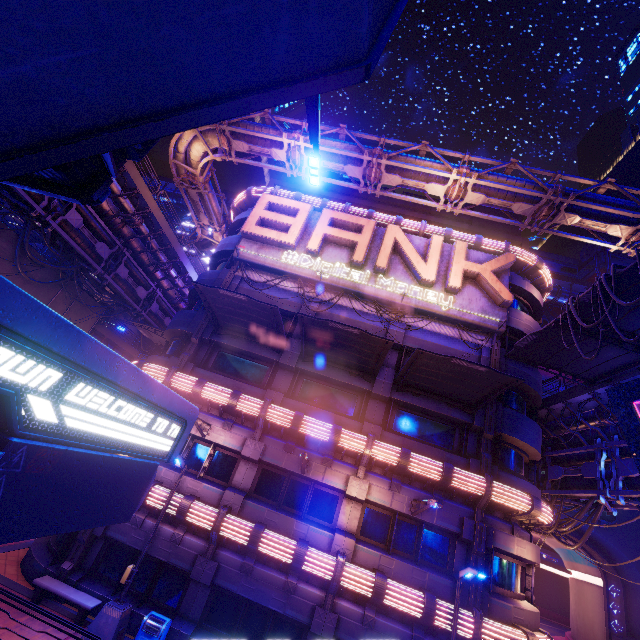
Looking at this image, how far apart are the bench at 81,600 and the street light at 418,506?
12.17m

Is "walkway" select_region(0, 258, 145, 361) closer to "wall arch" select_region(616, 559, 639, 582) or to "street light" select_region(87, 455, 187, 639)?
"street light" select_region(87, 455, 187, 639)

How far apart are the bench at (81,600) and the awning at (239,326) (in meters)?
11.33

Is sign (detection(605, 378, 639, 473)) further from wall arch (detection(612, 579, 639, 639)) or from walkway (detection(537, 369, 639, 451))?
wall arch (detection(612, 579, 639, 639))

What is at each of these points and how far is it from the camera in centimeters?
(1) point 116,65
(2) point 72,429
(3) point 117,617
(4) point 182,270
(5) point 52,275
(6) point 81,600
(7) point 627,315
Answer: (1) walkway, 248cm
(2) sign, 297cm
(3) street light, 1102cm
(4) walkway, 2697cm
(5) walkway, 2125cm
(6) bench, 1141cm
(7) awning, 1176cm

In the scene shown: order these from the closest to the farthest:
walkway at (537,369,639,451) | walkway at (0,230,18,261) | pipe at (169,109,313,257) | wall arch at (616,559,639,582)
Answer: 1. walkway at (537,369,639,451)
2. walkway at (0,230,18,261)
3. pipe at (169,109,313,257)
4. wall arch at (616,559,639,582)

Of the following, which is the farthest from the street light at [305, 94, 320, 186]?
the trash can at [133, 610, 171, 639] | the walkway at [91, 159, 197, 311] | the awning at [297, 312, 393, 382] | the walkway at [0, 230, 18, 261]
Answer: the walkway at [0, 230, 18, 261]

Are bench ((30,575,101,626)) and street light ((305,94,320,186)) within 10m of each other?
no
